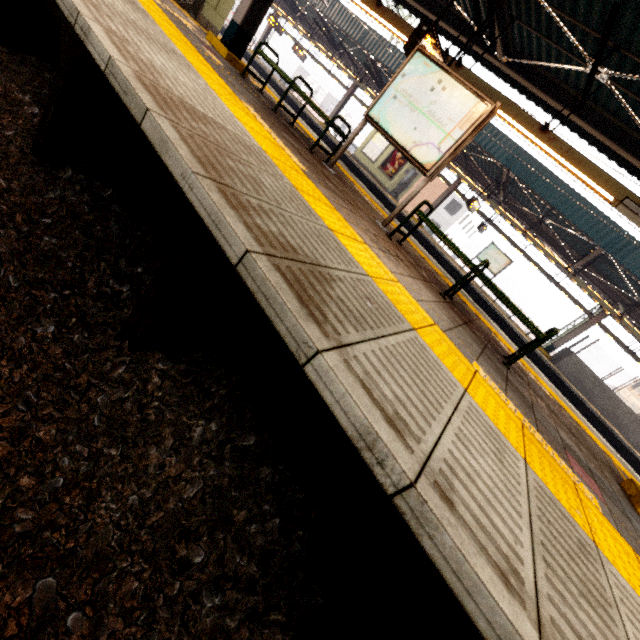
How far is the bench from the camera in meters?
3.8 m

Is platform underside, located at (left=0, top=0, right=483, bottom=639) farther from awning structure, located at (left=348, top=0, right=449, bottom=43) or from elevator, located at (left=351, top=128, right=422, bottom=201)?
elevator, located at (left=351, top=128, right=422, bottom=201)

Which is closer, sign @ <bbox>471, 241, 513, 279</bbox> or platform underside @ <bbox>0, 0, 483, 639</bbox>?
platform underside @ <bbox>0, 0, 483, 639</bbox>

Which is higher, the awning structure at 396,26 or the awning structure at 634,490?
the awning structure at 396,26

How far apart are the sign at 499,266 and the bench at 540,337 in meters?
14.5

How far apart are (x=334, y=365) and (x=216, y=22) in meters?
10.3 m

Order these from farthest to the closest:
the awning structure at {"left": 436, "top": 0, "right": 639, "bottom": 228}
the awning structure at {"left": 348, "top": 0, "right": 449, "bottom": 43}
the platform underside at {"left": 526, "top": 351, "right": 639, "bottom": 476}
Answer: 1. the platform underside at {"left": 526, "top": 351, "right": 639, "bottom": 476}
2. the awning structure at {"left": 348, "top": 0, "right": 449, "bottom": 43}
3. the awning structure at {"left": 436, "top": 0, "right": 639, "bottom": 228}

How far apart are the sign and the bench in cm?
1446
